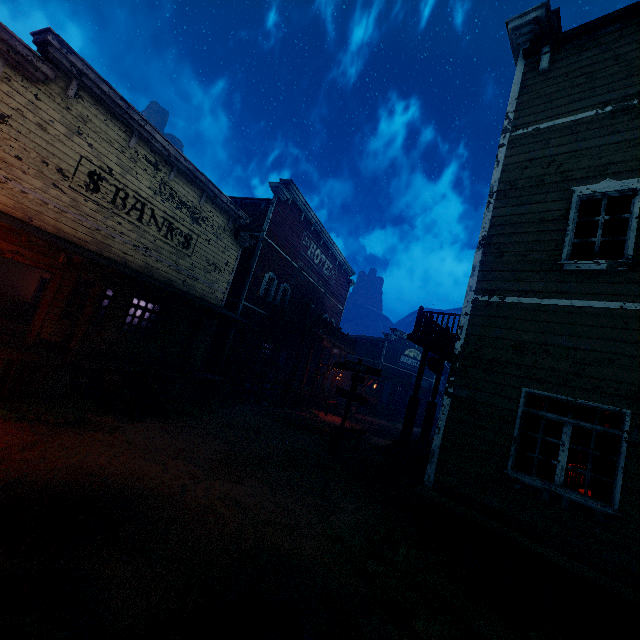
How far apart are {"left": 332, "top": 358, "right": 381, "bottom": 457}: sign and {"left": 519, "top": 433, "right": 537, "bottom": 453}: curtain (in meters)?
5.31

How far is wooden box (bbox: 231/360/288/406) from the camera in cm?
1688

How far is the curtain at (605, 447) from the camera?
4.93m

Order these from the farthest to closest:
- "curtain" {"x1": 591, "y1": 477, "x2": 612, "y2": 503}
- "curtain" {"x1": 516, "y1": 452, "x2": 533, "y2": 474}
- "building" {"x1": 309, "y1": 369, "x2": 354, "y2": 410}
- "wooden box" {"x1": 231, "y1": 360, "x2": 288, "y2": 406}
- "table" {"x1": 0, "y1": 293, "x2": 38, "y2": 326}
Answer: "building" {"x1": 309, "y1": 369, "x2": 354, "y2": 410}
"wooden box" {"x1": 231, "y1": 360, "x2": 288, "y2": 406}
"table" {"x1": 0, "y1": 293, "x2": 38, "y2": 326}
"curtain" {"x1": 516, "y1": 452, "x2": 533, "y2": 474}
"curtain" {"x1": 591, "y1": 477, "x2": 612, "y2": 503}

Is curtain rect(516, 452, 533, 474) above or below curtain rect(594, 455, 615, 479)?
below

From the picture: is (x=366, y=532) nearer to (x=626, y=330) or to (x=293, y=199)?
(x=626, y=330)

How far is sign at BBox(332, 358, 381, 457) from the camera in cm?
1074

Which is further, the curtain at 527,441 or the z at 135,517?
the curtain at 527,441
